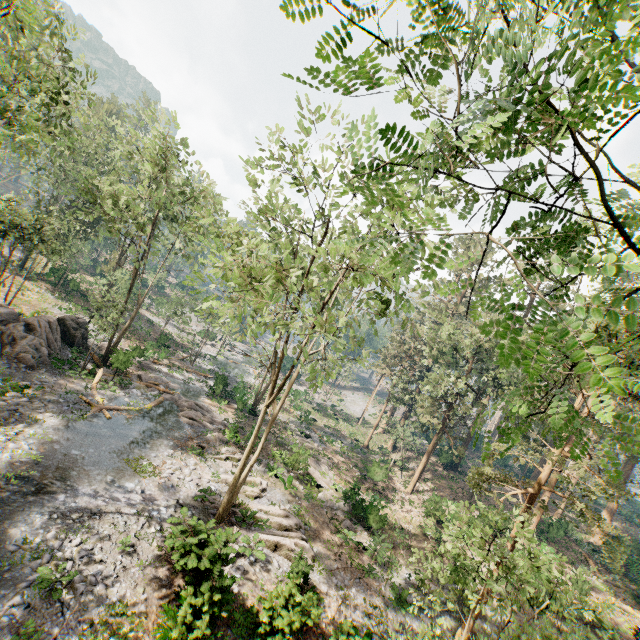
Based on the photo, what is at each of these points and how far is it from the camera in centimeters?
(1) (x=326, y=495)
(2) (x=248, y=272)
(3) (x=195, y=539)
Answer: (1) foliage, 2416cm
(2) foliage, 1395cm
(3) foliage, 1097cm

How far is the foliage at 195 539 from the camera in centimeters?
1066cm

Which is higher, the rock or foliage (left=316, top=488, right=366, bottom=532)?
the rock

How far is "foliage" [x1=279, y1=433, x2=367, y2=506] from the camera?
24.6 meters

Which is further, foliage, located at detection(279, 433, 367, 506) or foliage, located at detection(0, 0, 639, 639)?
foliage, located at detection(279, 433, 367, 506)

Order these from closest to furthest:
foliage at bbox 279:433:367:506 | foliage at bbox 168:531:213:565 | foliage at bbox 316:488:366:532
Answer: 1. foliage at bbox 168:531:213:565
2. foliage at bbox 316:488:366:532
3. foliage at bbox 279:433:367:506

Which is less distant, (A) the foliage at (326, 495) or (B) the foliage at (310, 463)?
(A) the foliage at (326, 495)
